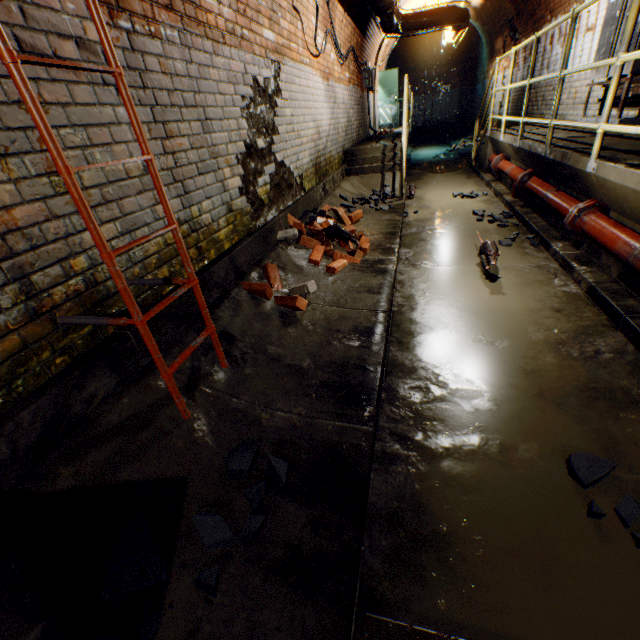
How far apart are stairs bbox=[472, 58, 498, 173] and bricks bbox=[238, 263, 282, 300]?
6.8 meters

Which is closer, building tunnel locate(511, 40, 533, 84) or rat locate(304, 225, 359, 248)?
rat locate(304, 225, 359, 248)

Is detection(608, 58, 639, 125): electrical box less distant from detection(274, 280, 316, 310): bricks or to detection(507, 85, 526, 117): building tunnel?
detection(507, 85, 526, 117): building tunnel

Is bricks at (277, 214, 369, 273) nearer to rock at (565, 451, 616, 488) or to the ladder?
the ladder

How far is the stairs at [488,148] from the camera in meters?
6.6

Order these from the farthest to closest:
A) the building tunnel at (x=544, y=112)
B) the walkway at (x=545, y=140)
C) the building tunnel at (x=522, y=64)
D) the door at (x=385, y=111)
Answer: the door at (x=385, y=111), the building tunnel at (x=522, y=64), the building tunnel at (x=544, y=112), the walkway at (x=545, y=140)

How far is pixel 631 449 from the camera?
1.60m

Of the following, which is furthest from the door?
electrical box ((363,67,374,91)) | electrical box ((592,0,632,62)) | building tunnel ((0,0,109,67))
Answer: electrical box ((592,0,632,62))
